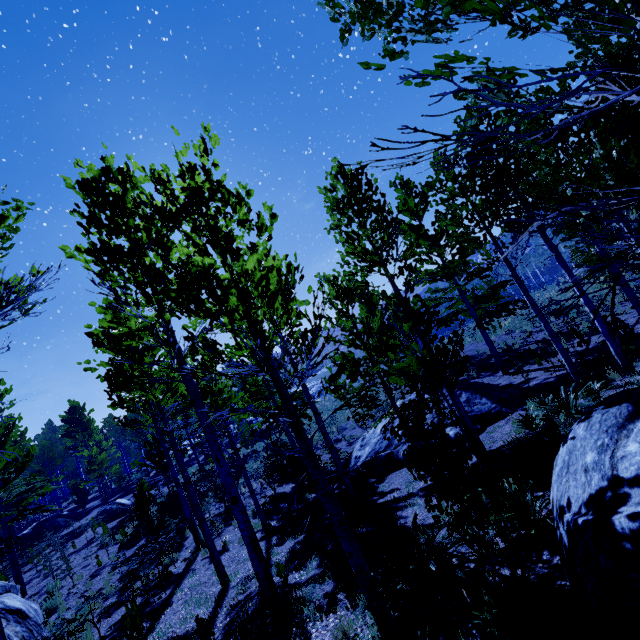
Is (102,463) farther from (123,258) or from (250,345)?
(123,258)

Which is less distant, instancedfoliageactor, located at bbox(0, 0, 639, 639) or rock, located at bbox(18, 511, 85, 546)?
instancedfoliageactor, located at bbox(0, 0, 639, 639)

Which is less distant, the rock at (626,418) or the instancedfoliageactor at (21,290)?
the rock at (626,418)

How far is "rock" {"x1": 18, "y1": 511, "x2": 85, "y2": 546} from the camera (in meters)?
21.48

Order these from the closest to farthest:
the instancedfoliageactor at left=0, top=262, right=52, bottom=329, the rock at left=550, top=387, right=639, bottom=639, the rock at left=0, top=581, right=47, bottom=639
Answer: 1. the rock at left=550, top=387, right=639, bottom=639
2. the instancedfoliageactor at left=0, top=262, right=52, bottom=329
3. the rock at left=0, top=581, right=47, bottom=639

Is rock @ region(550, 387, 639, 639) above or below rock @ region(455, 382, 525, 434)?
above

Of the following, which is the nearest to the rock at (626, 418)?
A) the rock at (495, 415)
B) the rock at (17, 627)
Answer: the rock at (495, 415)

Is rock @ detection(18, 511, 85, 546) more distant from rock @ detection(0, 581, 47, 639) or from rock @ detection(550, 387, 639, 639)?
rock @ detection(550, 387, 639, 639)
